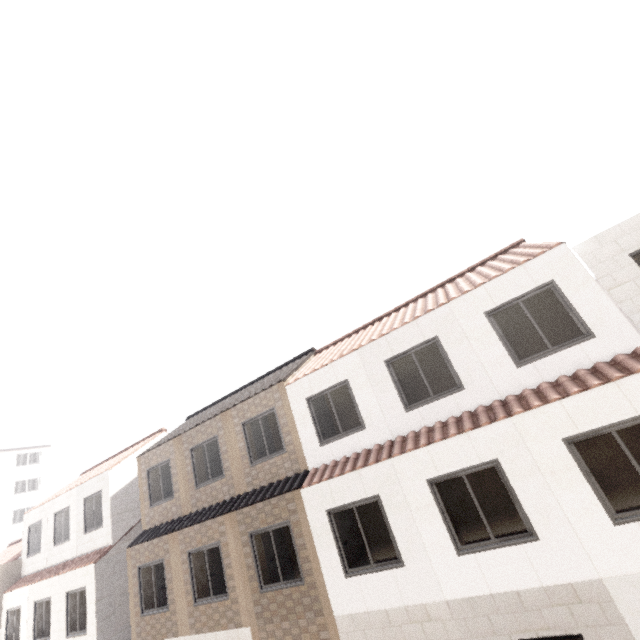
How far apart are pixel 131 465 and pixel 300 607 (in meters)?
11.48
